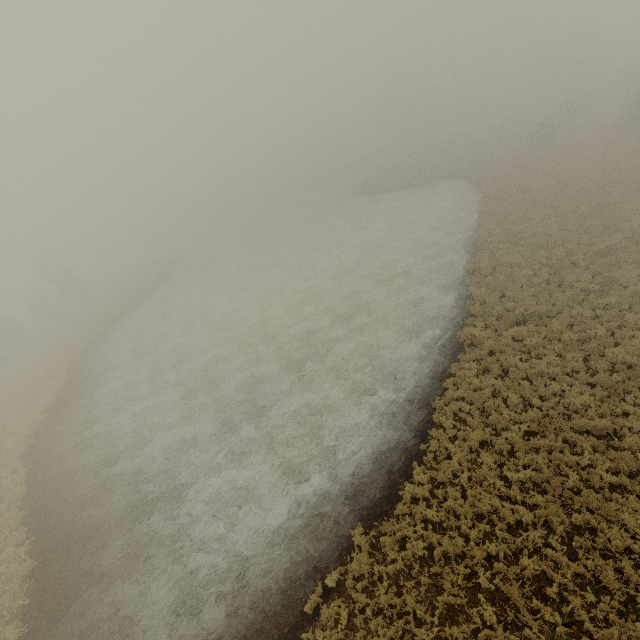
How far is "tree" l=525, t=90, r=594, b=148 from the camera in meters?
40.5

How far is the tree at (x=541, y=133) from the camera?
40.5m

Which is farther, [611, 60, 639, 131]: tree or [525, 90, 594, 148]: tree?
[525, 90, 594, 148]: tree

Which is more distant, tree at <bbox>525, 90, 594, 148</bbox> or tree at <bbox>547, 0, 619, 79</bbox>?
tree at <bbox>547, 0, 619, 79</bbox>

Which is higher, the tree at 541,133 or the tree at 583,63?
the tree at 583,63

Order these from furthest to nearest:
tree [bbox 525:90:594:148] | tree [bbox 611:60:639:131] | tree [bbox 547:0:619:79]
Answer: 1. tree [bbox 547:0:619:79]
2. tree [bbox 525:90:594:148]
3. tree [bbox 611:60:639:131]

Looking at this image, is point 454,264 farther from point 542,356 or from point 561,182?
point 561,182
